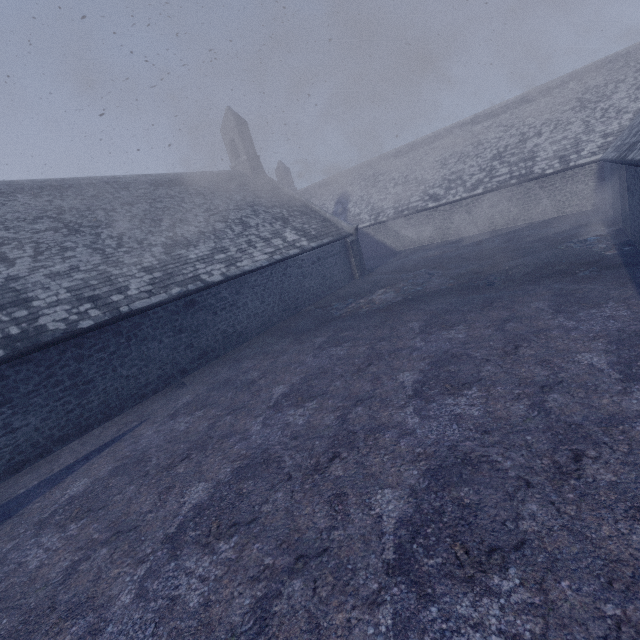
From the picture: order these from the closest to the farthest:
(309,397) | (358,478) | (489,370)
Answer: (358,478), (489,370), (309,397)
